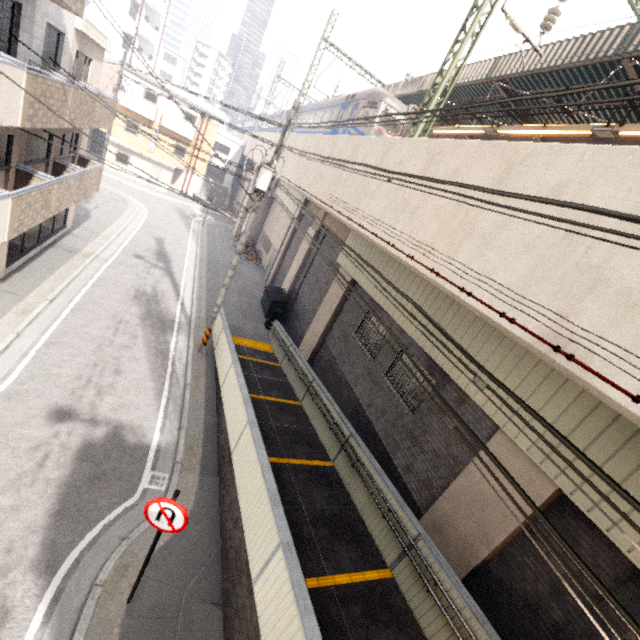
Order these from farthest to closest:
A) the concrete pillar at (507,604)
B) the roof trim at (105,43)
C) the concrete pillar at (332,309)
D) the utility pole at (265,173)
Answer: the concrete pillar at (332,309) < the roof trim at (105,43) < the utility pole at (265,173) < the concrete pillar at (507,604)

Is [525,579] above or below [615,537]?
below

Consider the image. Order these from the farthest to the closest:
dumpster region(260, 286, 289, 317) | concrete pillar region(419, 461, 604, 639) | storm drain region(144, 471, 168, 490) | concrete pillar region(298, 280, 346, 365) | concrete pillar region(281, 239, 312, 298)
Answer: concrete pillar region(281, 239, 312, 298)
dumpster region(260, 286, 289, 317)
concrete pillar region(298, 280, 346, 365)
storm drain region(144, 471, 168, 490)
concrete pillar region(419, 461, 604, 639)

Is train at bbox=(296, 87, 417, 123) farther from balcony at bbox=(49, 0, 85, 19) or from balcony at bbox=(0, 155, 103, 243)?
balcony at bbox=(0, 155, 103, 243)

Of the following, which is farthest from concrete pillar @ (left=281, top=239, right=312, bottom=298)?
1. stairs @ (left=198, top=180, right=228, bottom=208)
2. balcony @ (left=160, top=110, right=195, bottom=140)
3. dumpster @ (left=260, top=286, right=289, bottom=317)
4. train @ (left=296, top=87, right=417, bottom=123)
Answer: stairs @ (left=198, top=180, right=228, bottom=208)

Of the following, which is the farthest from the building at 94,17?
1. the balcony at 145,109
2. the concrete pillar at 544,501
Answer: the concrete pillar at 544,501

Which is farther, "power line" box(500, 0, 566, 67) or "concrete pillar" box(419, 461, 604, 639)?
"power line" box(500, 0, 566, 67)

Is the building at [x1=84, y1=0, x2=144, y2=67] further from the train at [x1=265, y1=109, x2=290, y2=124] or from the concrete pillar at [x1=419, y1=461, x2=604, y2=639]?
the concrete pillar at [x1=419, y1=461, x2=604, y2=639]
